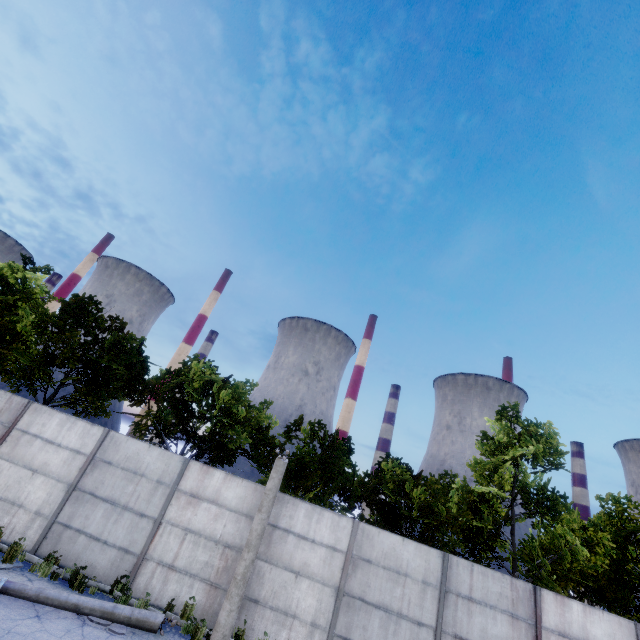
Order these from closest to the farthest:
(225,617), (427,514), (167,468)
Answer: (225,617) → (167,468) → (427,514)

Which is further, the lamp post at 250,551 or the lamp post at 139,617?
the lamp post at 250,551

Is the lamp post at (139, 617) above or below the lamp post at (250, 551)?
below

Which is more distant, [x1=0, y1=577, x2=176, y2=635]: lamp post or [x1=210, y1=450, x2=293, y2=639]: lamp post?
[x1=210, y1=450, x2=293, y2=639]: lamp post

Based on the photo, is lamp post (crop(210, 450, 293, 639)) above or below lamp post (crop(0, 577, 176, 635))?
above
